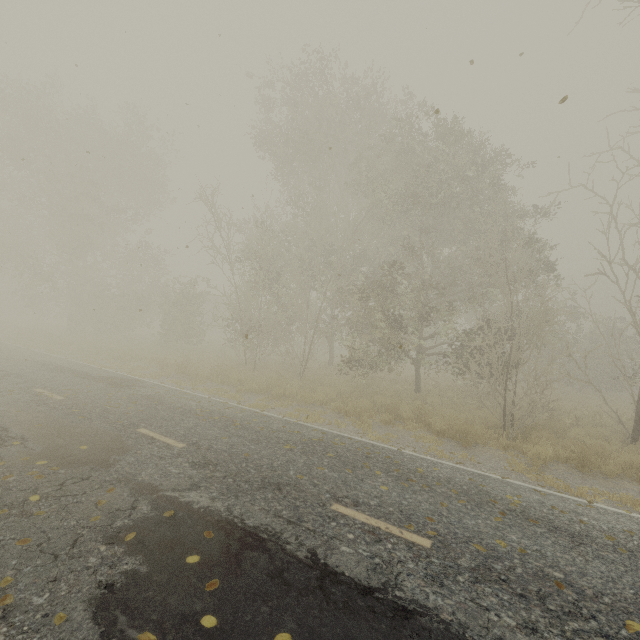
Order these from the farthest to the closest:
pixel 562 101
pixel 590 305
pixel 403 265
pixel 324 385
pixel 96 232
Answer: pixel 590 305
pixel 96 232
pixel 324 385
pixel 403 265
pixel 562 101
